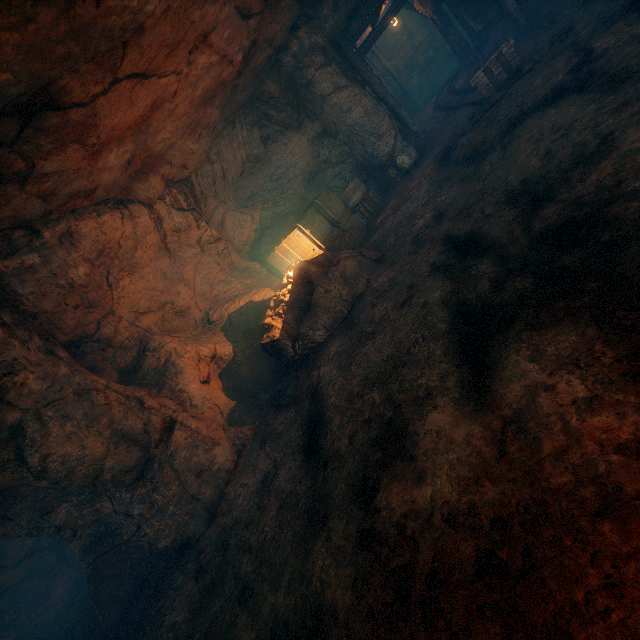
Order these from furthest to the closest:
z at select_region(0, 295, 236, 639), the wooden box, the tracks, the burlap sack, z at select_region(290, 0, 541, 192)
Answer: z at select_region(290, 0, 541, 192) → the wooden box → the tracks → z at select_region(0, 295, 236, 639) → the burlap sack

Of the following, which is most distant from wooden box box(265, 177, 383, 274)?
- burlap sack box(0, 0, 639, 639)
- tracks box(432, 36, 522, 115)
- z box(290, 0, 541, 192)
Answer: tracks box(432, 36, 522, 115)

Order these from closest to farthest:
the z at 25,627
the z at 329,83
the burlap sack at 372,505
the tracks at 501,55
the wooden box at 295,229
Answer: the burlap sack at 372,505 < the z at 25,627 < the tracks at 501,55 < the wooden box at 295,229 < the z at 329,83

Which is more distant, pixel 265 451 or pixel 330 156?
pixel 330 156

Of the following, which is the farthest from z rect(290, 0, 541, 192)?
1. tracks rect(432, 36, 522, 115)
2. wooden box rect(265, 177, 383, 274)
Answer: wooden box rect(265, 177, 383, 274)

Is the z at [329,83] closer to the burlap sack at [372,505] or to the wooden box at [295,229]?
the burlap sack at [372,505]

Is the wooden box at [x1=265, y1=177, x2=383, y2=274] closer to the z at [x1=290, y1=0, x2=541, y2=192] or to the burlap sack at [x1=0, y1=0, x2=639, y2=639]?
the burlap sack at [x1=0, y1=0, x2=639, y2=639]
